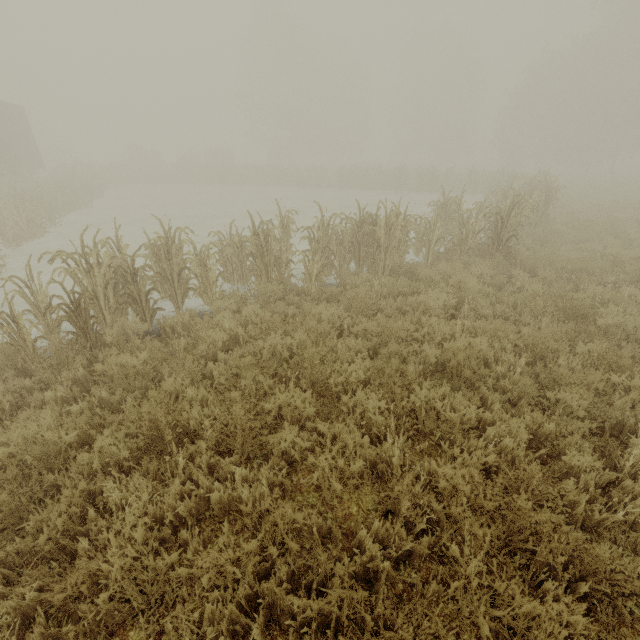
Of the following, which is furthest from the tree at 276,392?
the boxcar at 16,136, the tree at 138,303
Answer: the boxcar at 16,136

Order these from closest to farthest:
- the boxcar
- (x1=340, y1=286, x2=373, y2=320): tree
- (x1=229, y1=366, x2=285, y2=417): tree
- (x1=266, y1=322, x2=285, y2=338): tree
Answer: (x1=229, y1=366, x2=285, y2=417): tree → (x1=266, y1=322, x2=285, y2=338): tree → (x1=340, y1=286, x2=373, y2=320): tree → the boxcar

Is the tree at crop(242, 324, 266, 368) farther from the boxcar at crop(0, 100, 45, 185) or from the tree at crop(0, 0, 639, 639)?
the boxcar at crop(0, 100, 45, 185)

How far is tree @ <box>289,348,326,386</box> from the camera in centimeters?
432cm

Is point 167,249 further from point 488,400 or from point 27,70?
point 27,70

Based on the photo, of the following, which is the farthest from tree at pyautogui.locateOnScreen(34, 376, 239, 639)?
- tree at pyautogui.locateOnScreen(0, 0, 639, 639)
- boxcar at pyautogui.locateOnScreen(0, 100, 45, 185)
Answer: boxcar at pyautogui.locateOnScreen(0, 100, 45, 185)
